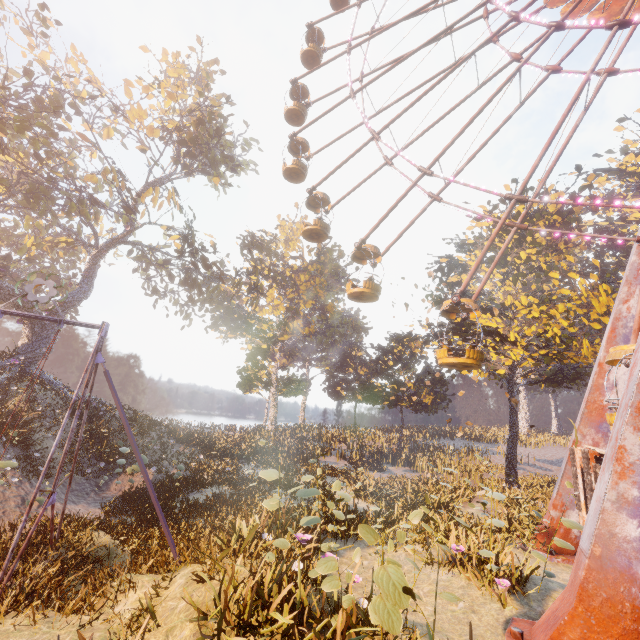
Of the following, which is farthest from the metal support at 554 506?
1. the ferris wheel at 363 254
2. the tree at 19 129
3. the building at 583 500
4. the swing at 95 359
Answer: the tree at 19 129

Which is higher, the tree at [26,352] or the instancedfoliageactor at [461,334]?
the instancedfoliageactor at [461,334]

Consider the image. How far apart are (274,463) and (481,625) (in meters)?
16.33

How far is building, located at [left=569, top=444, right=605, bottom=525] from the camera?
8.27m

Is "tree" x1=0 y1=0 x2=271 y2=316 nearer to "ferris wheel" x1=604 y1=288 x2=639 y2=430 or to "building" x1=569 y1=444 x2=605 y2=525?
"ferris wheel" x1=604 y1=288 x2=639 y2=430

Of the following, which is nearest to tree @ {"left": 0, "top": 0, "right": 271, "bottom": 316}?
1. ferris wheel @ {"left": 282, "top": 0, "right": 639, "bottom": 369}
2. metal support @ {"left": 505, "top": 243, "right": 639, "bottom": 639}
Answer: ferris wheel @ {"left": 282, "top": 0, "right": 639, "bottom": 369}

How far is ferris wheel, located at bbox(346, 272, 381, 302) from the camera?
15.1m

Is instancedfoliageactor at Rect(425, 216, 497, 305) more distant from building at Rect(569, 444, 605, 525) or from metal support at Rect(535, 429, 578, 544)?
metal support at Rect(535, 429, 578, 544)
